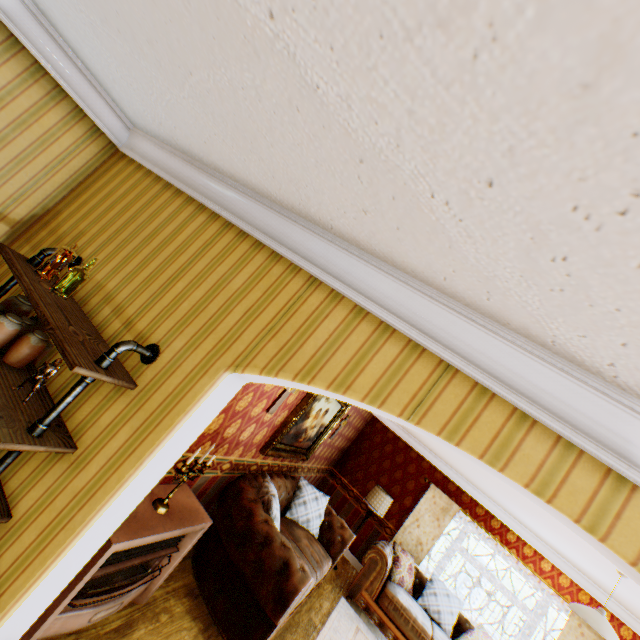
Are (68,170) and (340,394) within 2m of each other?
no

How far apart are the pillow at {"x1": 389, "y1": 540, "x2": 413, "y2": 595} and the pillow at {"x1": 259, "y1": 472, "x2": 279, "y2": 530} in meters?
3.6

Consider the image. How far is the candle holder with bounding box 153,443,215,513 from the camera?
2.7 meters

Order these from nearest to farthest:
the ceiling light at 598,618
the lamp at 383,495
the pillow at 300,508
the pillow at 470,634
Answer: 1. the ceiling light at 598,618
2. the pillow at 300,508
3. the pillow at 470,634
4. the lamp at 383,495

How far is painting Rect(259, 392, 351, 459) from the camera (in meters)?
4.41

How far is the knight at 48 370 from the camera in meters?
1.7 m

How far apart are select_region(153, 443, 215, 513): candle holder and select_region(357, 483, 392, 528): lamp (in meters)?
5.02

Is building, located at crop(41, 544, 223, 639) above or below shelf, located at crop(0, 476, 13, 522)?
below
